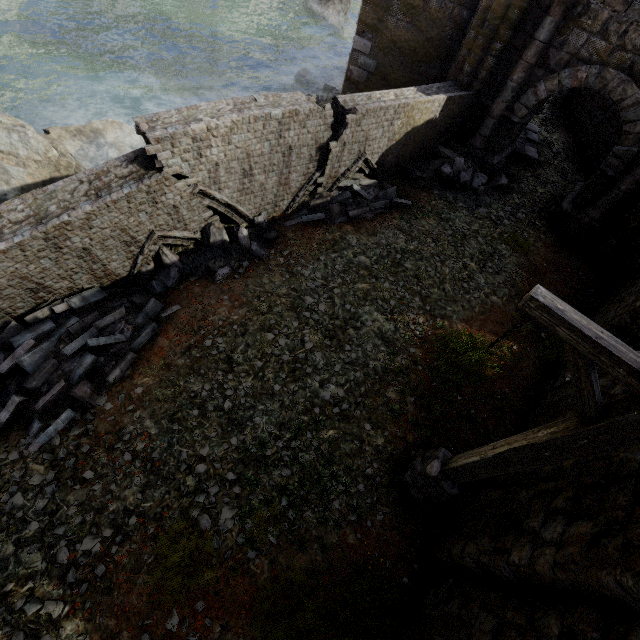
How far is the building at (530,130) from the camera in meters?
12.8

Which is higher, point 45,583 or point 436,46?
point 436,46

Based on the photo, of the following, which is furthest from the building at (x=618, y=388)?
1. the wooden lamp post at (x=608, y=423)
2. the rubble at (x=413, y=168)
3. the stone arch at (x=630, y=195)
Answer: the rubble at (x=413, y=168)

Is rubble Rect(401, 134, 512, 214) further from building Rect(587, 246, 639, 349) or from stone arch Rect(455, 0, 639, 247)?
building Rect(587, 246, 639, 349)

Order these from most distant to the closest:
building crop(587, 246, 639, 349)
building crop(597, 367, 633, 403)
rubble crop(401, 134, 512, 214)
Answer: rubble crop(401, 134, 512, 214) → building crop(587, 246, 639, 349) → building crop(597, 367, 633, 403)

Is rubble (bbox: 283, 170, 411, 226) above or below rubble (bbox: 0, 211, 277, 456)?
above

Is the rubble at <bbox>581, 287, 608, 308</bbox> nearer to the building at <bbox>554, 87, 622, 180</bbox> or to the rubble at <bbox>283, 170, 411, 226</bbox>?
the building at <bbox>554, 87, 622, 180</bbox>
